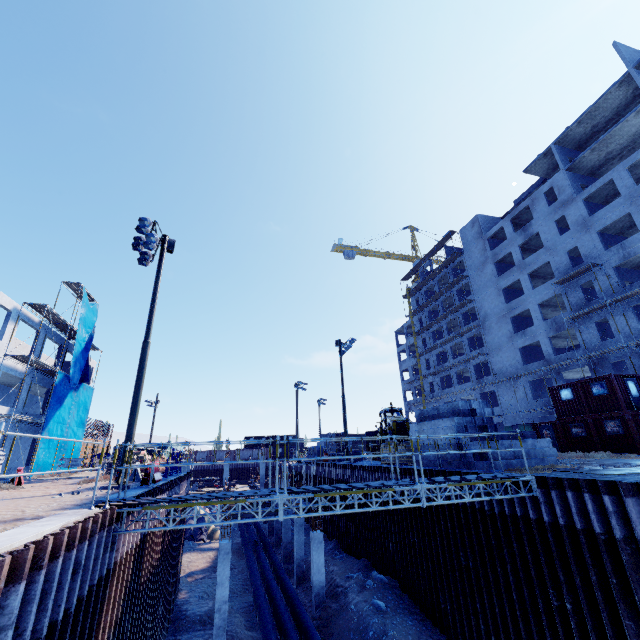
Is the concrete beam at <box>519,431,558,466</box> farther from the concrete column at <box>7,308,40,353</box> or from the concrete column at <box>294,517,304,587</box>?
the concrete column at <box>7,308,40,353</box>

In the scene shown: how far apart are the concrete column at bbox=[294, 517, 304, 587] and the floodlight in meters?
19.1

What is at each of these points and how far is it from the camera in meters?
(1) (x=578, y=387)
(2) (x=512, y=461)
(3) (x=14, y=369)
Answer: (1) cargo container, 24.1
(2) concrete beam, 13.2
(3) concrete column, 23.4

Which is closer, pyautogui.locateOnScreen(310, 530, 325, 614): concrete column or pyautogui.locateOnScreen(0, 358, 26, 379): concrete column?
pyautogui.locateOnScreen(310, 530, 325, 614): concrete column

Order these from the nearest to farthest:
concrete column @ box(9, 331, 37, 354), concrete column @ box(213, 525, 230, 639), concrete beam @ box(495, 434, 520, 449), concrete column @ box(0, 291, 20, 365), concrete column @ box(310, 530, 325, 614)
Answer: concrete beam @ box(495, 434, 520, 449), concrete column @ box(213, 525, 230, 639), concrete column @ box(310, 530, 325, 614), concrete column @ box(0, 291, 20, 365), concrete column @ box(9, 331, 37, 354)

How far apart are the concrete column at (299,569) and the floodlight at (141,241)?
19.10m

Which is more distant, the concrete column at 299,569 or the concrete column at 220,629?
the concrete column at 299,569

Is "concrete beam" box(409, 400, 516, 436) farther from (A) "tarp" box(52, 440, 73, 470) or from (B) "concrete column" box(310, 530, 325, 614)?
(A) "tarp" box(52, 440, 73, 470)
